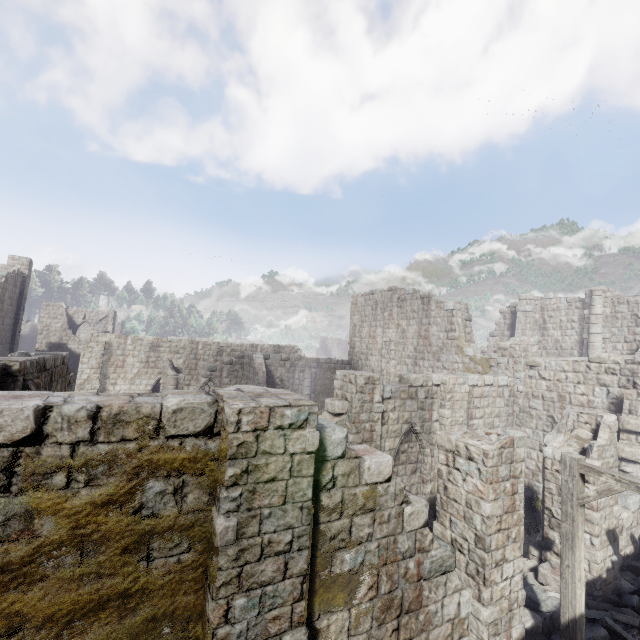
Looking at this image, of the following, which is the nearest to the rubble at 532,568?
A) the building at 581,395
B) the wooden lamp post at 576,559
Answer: the building at 581,395

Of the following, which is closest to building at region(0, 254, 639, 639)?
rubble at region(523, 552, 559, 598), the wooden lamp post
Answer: rubble at region(523, 552, 559, 598)

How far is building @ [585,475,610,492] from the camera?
8.65m

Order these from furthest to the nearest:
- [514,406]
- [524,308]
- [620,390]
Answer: [524,308] → [514,406] → [620,390]

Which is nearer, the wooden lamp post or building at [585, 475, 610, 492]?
the wooden lamp post
